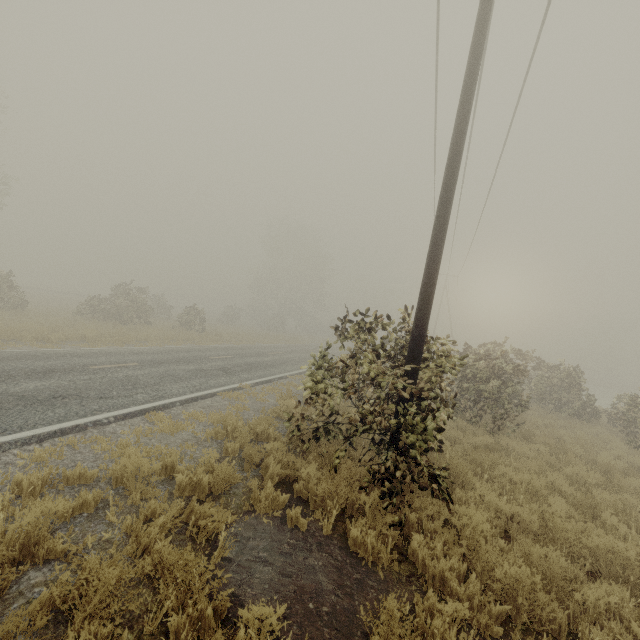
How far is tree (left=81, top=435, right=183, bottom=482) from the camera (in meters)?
4.68

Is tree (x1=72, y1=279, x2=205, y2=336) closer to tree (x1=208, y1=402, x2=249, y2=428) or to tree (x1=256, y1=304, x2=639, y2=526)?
tree (x1=208, y1=402, x2=249, y2=428)

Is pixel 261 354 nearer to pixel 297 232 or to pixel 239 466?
pixel 239 466

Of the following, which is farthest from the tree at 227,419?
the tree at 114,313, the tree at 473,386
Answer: the tree at 114,313

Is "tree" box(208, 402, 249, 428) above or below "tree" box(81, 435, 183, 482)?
above

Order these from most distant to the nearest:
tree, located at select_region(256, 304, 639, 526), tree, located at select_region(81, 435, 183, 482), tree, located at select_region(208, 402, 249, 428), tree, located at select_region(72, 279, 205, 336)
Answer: tree, located at select_region(72, 279, 205, 336)
tree, located at select_region(208, 402, 249, 428)
tree, located at select_region(256, 304, 639, 526)
tree, located at select_region(81, 435, 183, 482)
